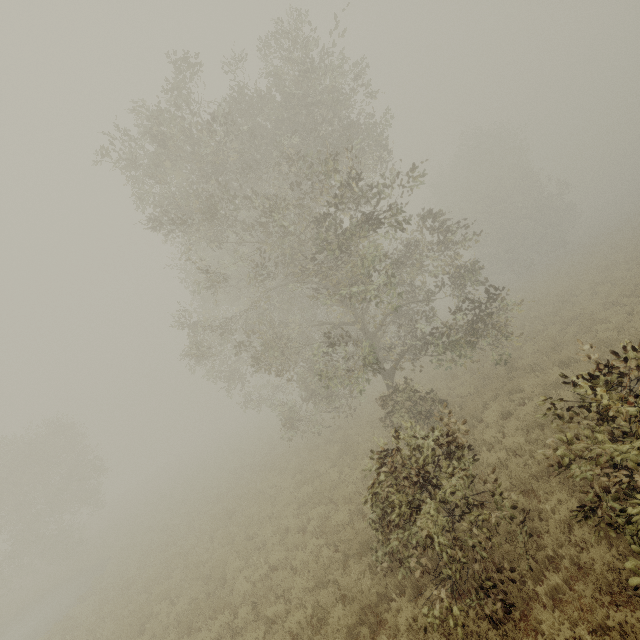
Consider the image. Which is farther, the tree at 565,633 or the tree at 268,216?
the tree at 268,216

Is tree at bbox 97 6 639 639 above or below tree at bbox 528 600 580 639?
above

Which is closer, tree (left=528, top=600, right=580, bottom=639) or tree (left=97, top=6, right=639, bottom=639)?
tree (left=528, top=600, right=580, bottom=639)

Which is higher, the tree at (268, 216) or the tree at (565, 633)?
the tree at (268, 216)

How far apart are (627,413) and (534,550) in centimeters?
354cm
